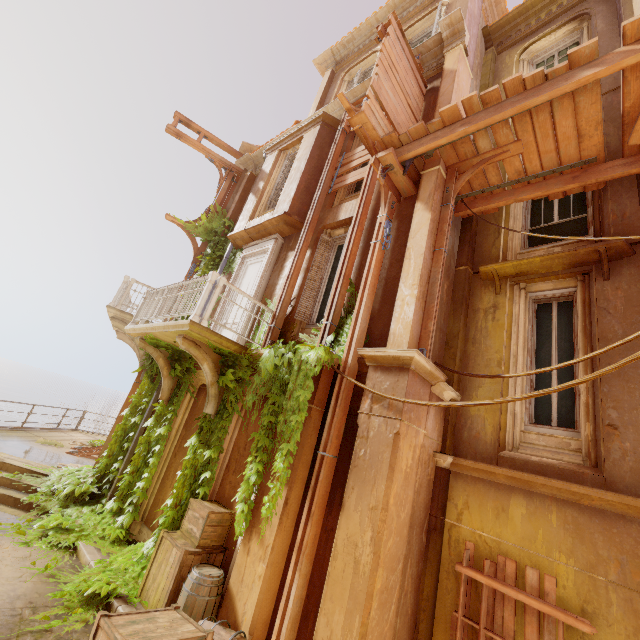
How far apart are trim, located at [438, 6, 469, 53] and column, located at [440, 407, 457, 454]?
8.0m

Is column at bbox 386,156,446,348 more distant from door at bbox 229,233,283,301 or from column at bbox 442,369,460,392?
door at bbox 229,233,283,301

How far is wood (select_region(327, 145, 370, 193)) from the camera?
8.2m

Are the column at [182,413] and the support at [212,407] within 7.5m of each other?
yes

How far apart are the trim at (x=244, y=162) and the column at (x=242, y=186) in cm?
1

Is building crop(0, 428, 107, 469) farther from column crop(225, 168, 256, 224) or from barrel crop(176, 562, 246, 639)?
column crop(225, 168, 256, 224)

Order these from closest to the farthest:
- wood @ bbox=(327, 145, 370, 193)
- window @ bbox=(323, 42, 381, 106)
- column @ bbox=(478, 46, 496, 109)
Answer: wood @ bbox=(327, 145, 370, 193)
column @ bbox=(478, 46, 496, 109)
window @ bbox=(323, 42, 381, 106)

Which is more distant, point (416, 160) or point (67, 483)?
point (67, 483)
